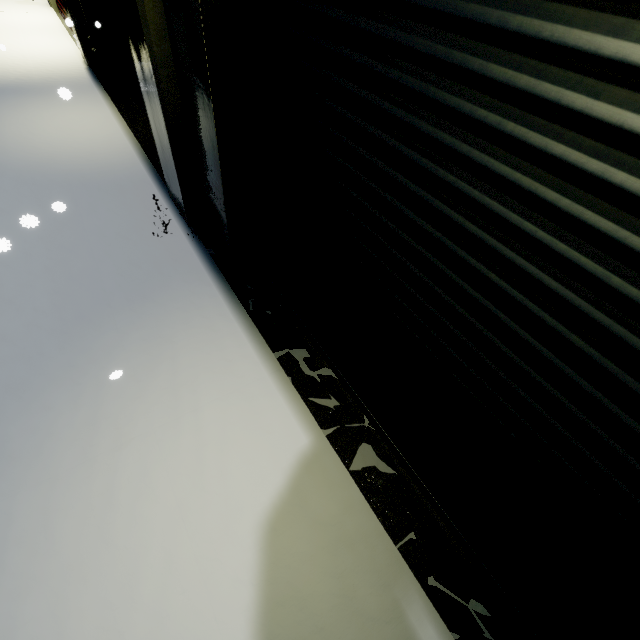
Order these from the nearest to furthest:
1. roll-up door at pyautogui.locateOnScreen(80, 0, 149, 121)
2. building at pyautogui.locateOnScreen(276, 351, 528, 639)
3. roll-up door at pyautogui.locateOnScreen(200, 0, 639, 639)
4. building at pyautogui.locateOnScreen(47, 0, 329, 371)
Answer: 1. roll-up door at pyautogui.locateOnScreen(200, 0, 639, 639)
2. building at pyautogui.locateOnScreen(276, 351, 528, 639)
3. building at pyautogui.locateOnScreen(47, 0, 329, 371)
4. roll-up door at pyautogui.locateOnScreen(80, 0, 149, 121)

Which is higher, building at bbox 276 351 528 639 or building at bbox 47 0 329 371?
building at bbox 47 0 329 371

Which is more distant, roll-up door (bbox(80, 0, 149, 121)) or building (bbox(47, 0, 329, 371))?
roll-up door (bbox(80, 0, 149, 121))

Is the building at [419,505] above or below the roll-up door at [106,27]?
below

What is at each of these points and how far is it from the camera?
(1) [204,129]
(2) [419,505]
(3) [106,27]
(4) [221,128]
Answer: (1) building, 3.16m
(2) building, 2.71m
(3) roll-up door, 7.33m
(4) roll-up door, 2.88m

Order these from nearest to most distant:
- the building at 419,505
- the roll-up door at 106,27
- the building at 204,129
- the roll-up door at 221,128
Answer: the roll-up door at 221,128, the building at 419,505, the building at 204,129, the roll-up door at 106,27

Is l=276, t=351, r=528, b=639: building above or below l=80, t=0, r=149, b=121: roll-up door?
below
